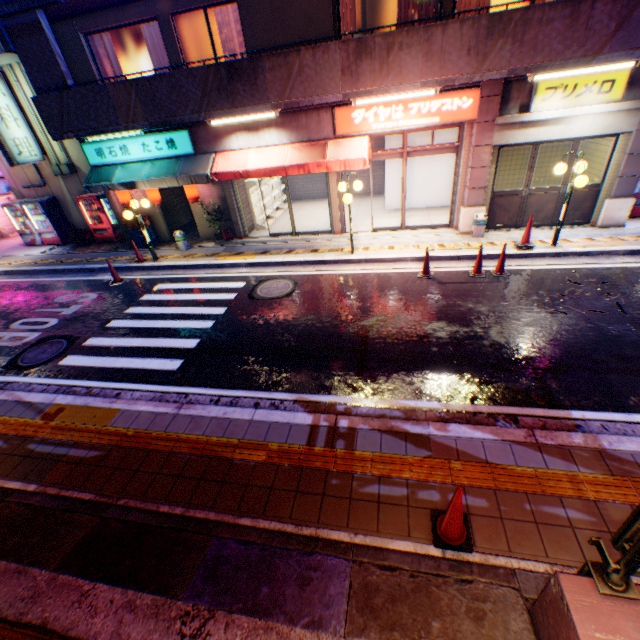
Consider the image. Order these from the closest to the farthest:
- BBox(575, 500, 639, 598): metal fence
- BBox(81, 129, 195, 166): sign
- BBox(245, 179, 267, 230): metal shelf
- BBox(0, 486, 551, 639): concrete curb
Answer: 1. BBox(575, 500, 639, 598): metal fence
2. BBox(0, 486, 551, 639): concrete curb
3. BBox(81, 129, 195, 166): sign
4. BBox(245, 179, 267, 230): metal shelf

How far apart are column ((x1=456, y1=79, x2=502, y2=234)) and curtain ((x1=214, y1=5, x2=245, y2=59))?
6.5 meters

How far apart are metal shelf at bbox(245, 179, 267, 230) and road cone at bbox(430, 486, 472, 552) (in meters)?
12.35

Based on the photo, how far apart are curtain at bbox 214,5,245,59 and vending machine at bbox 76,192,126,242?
7.0m

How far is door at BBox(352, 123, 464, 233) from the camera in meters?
10.0

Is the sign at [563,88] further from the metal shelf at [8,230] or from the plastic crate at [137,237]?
the metal shelf at [8,230]

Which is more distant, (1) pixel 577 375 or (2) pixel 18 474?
(1) pixel 577 375

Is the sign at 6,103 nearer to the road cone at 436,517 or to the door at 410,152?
the door at 410,152
